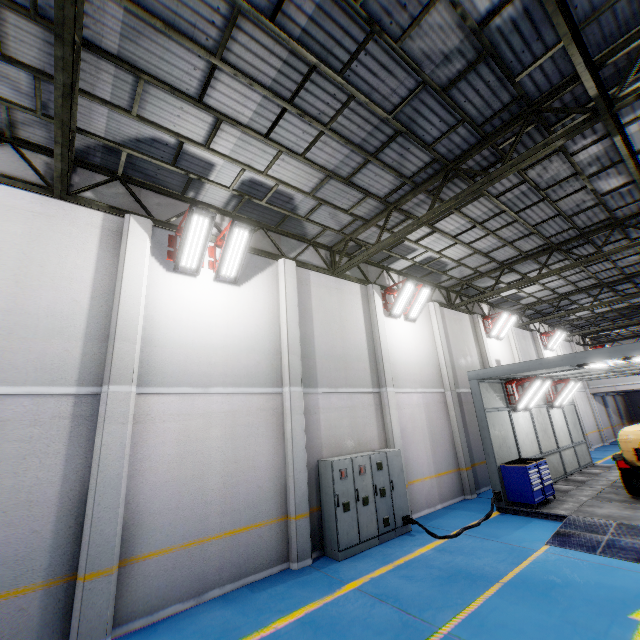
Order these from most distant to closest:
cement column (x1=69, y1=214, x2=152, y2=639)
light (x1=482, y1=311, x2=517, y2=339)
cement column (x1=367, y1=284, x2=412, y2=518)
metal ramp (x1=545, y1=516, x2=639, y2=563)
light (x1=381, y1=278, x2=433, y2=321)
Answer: light (x1=482, y1=311, x2=517, y2=339)
light (x1=381, y1=278, x2=433, y2=321)
cement column (x1=367, y1=284, x2=412, y2=518)
metal ramp (x1=545, y1=516, x2=639, y2=563)
cement column (x1=69, y1=214, x2=152, y2=639)

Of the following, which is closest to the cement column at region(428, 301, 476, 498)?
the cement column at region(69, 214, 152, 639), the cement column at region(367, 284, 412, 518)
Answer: the cement column at region(367, 284, 412, 518)

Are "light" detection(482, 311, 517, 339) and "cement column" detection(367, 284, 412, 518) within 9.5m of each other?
yes

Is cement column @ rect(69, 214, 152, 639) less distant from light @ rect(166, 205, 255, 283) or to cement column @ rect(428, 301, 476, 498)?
light @ rect(166, 205, 255, 283)

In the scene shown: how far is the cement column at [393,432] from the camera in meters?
10.5

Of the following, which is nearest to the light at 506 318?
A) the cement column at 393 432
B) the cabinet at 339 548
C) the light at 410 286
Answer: the light at 410 286

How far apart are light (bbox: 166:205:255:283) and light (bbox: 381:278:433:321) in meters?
7.0

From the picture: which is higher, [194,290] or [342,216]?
[342,216]
